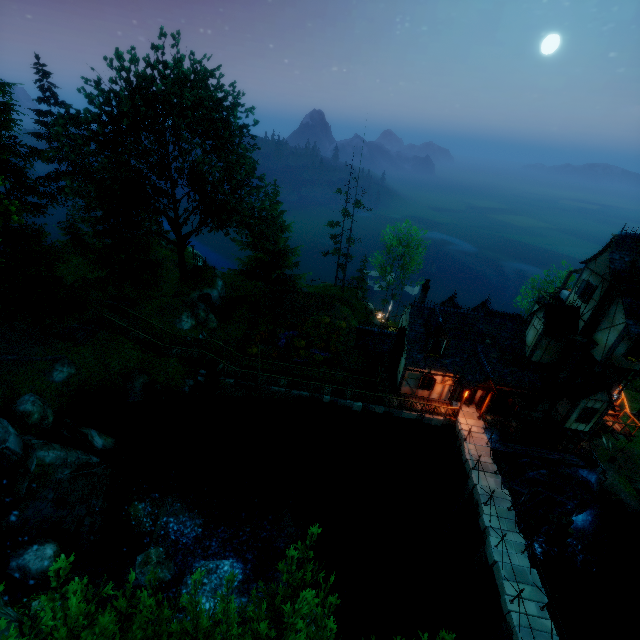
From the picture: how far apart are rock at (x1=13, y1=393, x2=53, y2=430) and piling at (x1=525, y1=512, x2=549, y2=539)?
33.9 meters

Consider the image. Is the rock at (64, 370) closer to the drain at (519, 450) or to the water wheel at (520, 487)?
the drain at (519, 450)

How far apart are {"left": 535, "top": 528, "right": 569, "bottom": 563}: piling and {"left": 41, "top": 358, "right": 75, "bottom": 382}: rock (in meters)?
36.84

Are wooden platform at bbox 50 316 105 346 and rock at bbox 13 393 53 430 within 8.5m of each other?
yes

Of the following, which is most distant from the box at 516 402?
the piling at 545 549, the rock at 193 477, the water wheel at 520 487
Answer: the rock at 193 477

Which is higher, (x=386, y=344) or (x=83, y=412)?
(x=386, y=344)

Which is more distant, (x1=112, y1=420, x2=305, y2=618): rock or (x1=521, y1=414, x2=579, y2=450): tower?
(x1=521, y1=414, x2=579, y2=450): tower

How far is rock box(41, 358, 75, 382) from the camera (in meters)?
21.33
